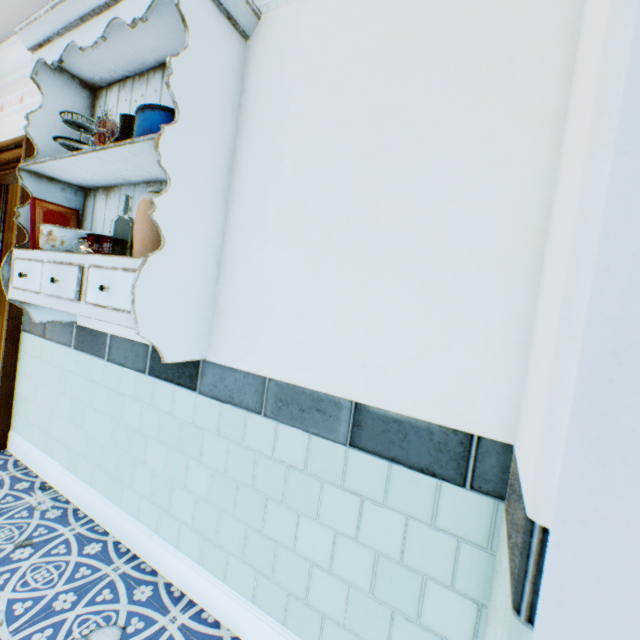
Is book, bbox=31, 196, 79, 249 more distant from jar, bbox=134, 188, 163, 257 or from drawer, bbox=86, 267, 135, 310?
jar, bbox=134, 188, 163, 257

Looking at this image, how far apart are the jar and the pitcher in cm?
22

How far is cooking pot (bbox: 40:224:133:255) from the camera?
1.60m

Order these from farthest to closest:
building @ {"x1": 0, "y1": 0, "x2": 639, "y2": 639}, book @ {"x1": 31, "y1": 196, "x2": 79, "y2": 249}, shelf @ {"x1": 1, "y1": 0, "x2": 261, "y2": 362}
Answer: book @ {"x1": 31, "y1": 196, "x2": 79, "y2": 249} → shelf @ {"x1": 1, "y1": 0, "x2": 261, "y2": 362} → building @ {"x1": 0, "y1": 0, "x2": 639, "y2": 639}

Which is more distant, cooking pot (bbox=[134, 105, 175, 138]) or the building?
cooking pot (bbox=[134, 105, 175, 138])

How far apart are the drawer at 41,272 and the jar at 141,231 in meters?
0.1 m

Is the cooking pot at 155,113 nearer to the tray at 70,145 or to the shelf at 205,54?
the shelf at 205,54

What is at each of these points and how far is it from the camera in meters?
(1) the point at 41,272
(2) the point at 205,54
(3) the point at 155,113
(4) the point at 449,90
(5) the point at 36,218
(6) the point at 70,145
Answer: (1) drawer, 1.6
(2) shelf, 1.3
(3) cooking pot, 1.3
(4) building, 1.1
(5) book, 1.8
(6) tray, 1.8
